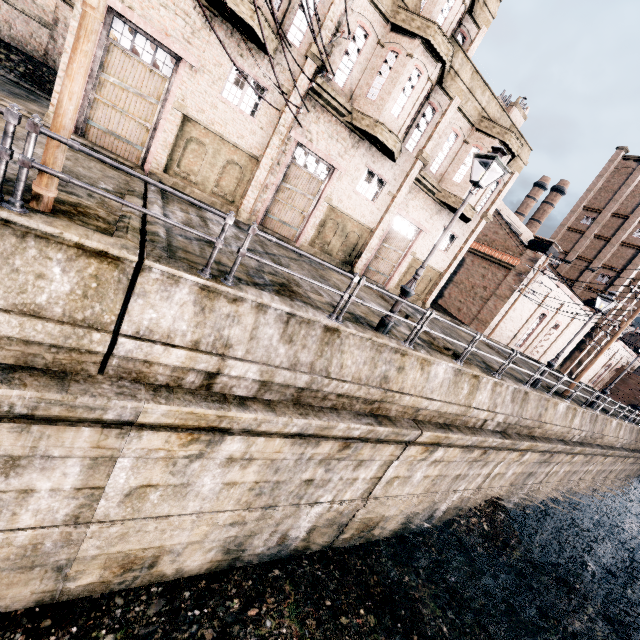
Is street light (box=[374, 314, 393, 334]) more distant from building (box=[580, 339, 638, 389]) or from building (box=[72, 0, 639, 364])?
building (box=[580, 339, 638, 389])

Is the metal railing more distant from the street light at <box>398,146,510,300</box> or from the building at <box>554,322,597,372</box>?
the building at <box>554,322,597,372</box>

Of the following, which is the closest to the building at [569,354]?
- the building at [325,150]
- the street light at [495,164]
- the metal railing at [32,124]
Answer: the building at [325,150]

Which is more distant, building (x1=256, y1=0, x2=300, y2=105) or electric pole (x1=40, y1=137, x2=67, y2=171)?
building (x1=256, y1=0, x2=300, y2=105)

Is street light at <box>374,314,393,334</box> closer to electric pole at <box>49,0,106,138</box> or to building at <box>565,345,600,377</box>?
electric pole at <box>49,0,106,138</box>

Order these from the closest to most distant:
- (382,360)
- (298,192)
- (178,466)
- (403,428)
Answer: (178,466) < (382,360) < (403,428) < (298,192)

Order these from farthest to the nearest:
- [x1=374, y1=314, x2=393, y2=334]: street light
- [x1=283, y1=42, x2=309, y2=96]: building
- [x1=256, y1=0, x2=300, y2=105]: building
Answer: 1. [x1=283, y1=42, x2=309, y2=96]: building
2. [x1=256, y1=0, x2=300, y2=105]: building
3. [x1=374, y1=314, x2=393, y2=334]: street light
